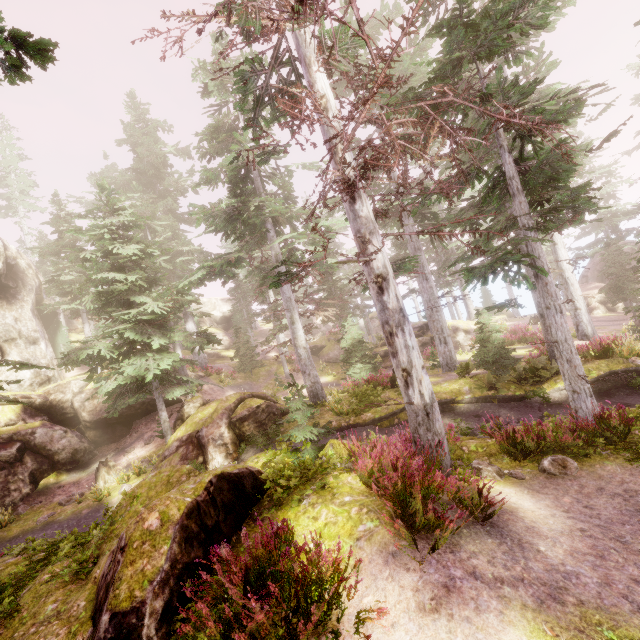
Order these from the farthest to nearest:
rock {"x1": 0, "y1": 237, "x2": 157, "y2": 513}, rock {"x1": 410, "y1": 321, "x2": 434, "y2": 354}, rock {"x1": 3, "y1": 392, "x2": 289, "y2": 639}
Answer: rock {"x1": 410, "y1": 321, "x2": 434, "y2": 354}, rock {"x1": 0, "y1": 237, "x2": 157, "y2": 513}, rock {"x1": 3, "y1": 392, "x2": 289, "y2": 639}

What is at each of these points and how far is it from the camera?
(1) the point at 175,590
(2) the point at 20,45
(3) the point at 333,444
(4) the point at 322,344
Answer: (1) rock, 4.40m
(2) instancedfoliageactor, 2.67m
(3) rock, 7.89m
(4) rock, 33.53m

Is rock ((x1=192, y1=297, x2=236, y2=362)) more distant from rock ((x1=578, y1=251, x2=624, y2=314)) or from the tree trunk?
rock ((x1=578, y1=251, x2=624, y2=314))

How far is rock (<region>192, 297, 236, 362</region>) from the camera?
42.2 meters

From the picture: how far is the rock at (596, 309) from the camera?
34.38m

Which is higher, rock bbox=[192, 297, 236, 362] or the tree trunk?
rock bbox=[192, 297, 236, 362]

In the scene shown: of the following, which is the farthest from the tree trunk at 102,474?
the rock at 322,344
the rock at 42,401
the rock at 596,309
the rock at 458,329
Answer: the rock at 596,309

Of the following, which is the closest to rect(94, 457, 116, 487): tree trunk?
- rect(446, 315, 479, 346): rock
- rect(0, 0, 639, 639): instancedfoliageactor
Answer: rect(0, 0, 639, 639): instancedfoliageactor
